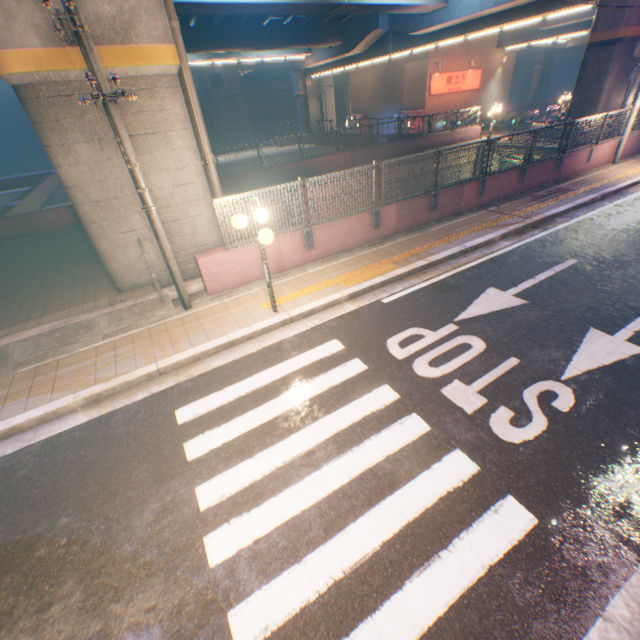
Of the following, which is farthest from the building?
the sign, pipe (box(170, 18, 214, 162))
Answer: pipe (box(170, 18, 214, 162))

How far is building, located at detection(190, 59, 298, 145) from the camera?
42.12m

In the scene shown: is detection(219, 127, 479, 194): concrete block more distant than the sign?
No

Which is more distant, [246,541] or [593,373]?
[593,373]

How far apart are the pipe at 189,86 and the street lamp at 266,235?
3.2 meters

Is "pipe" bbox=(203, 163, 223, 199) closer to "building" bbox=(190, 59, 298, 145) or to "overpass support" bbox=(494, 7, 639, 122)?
"overpass support" bbox=(494, 7, 639, 122)

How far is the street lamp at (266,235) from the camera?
5.8m

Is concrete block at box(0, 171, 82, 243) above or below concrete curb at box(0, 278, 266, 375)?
above
